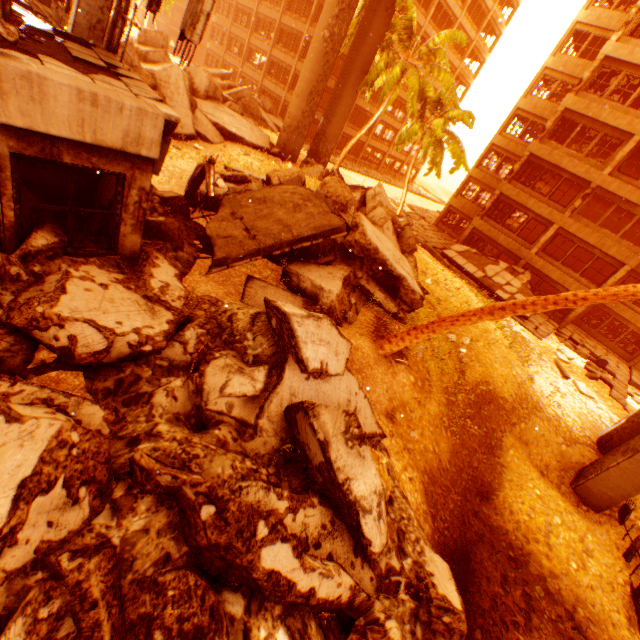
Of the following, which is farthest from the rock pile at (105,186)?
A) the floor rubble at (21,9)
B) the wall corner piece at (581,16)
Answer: the wall corner piece at (581,16)

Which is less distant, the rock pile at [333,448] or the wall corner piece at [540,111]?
the rock pile at [333,448]

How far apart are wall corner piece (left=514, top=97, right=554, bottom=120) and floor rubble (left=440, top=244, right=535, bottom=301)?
12.03m

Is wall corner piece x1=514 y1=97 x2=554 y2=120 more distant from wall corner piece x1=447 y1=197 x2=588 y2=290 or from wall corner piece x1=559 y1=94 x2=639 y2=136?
wall corner piece x1=447 y1=197 x2=588 y2=290

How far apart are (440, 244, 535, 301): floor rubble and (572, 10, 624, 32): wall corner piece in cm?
1706

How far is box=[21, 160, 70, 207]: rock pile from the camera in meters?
5.7

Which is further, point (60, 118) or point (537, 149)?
point (537, 149)

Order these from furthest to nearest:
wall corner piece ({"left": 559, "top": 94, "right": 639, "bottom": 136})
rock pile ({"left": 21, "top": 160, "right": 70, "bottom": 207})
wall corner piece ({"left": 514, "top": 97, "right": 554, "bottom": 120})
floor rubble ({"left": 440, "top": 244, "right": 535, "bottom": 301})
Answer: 1. wall corner piece ({"left": 514, "top": 97, "right": 554, "bottom": 120})
2. floor rubble ({"left": 440, "top": 244, "right": 535, "bottom": 301})
3. wall corner piece ({"left": 559, "top": 94, "right": 639, "bottom": 136})
4. rock pile ({"left": 21, "top": 160, "right": 70, "bottom": 207})
